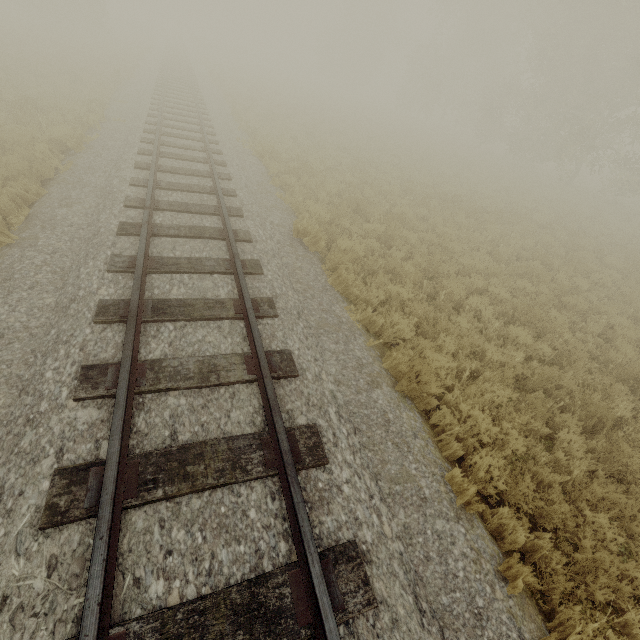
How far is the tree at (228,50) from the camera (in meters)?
48.05

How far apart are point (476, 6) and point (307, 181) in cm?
3855

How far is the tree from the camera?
48.0 meters
